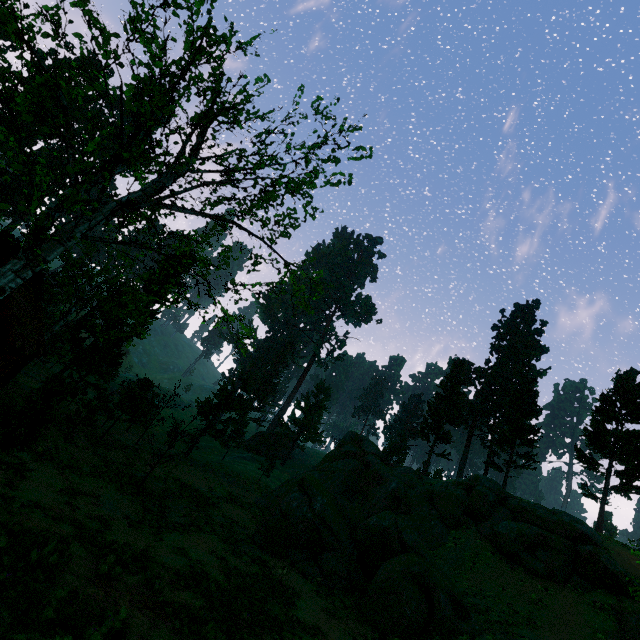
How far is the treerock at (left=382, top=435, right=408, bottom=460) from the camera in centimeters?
4963cm

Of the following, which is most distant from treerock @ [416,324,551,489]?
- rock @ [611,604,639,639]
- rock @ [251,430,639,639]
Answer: rock @ [611,604,639,639]

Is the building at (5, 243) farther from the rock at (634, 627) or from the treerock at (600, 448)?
the rock at (634, 627)

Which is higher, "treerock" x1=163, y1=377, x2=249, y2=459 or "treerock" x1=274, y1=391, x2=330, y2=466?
"treerock" x1=274, y1=391, x2=330, y2=466

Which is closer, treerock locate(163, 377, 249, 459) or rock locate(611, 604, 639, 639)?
rock locate(611, 604, 639, 639)

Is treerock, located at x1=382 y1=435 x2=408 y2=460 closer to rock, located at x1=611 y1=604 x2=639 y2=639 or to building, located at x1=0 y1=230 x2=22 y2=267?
building, located at x1=0 y1=230 x2=22 y2=267

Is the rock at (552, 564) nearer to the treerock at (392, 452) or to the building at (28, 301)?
the treerock at (392, 452)

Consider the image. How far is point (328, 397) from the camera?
59.41m
